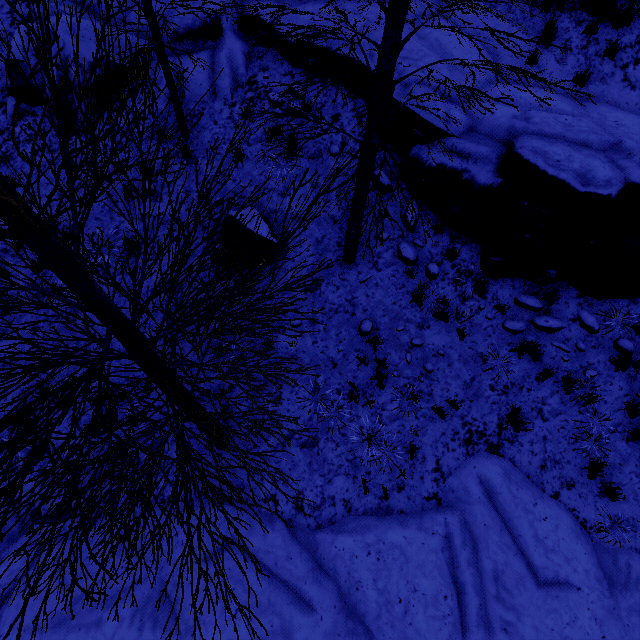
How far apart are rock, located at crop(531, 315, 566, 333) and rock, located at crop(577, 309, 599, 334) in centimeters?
31cm

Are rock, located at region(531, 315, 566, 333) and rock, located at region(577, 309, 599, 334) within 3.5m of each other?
yes

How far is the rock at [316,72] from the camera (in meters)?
7.50

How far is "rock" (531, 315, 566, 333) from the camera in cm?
631

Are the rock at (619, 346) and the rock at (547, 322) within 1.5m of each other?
yes

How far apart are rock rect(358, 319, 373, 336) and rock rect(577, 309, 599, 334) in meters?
4.0 m

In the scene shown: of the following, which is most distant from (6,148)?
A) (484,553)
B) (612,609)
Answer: (612,609)

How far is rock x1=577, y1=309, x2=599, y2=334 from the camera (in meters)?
6.26
